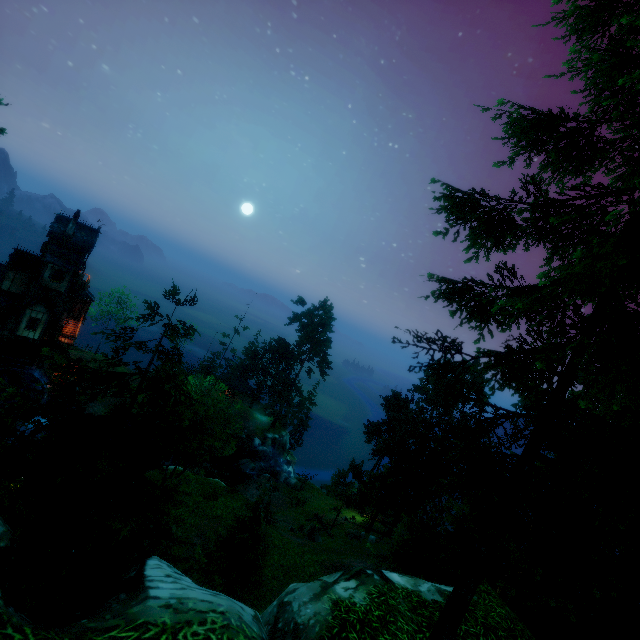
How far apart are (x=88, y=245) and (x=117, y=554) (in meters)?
38.03

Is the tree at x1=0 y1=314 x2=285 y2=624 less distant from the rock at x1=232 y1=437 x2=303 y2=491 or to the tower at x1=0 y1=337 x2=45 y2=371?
the rock at x1=232 y1=437 x2=303 y2=491

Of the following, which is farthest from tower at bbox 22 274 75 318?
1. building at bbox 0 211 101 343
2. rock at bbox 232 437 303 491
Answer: rock at bbox 232 437 303 491

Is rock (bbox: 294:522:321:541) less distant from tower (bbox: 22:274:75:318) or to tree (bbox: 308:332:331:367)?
tree (bbox: 308:332:331:367)

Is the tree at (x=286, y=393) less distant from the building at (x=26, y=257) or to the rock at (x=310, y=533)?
the rock at (x=310, y=533)

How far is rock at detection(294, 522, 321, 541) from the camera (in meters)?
30.41

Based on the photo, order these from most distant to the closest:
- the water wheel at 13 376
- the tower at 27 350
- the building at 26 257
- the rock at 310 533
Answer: the tower at 27 350, the building at 26 257, the water wheel at 13 376, the rock at 310 533

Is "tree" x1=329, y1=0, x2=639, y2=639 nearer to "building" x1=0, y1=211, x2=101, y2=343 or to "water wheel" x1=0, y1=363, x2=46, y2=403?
"building" x1=0, y1=211, x2=101, y2=343
